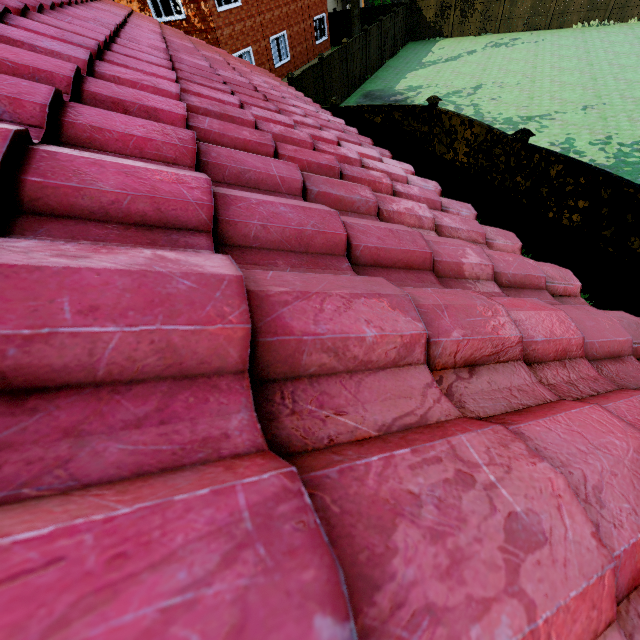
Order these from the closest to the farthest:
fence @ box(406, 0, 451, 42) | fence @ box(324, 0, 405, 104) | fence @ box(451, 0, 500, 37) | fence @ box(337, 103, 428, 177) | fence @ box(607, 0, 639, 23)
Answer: fence @ box(337, 103, 428, 177), fence @ box(324, 0, 405, 104), fence @ box(607, 0, 639, 23), fence @ box(451, 0, 500, 37), fence @ box(406, 0, 451, 42)

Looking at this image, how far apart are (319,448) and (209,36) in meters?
20.9

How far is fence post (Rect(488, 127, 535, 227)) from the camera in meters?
6.8 m

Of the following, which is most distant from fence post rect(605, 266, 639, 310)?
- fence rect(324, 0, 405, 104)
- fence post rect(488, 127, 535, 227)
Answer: fence post rect(488, 127, 535, 227)

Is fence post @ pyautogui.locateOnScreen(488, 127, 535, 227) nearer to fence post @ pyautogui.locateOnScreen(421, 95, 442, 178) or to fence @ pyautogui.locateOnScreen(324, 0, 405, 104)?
fence @ pyautogui.locateOnScreen(324, 0, 405, 104)

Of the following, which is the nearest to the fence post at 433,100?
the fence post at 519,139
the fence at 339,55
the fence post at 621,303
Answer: the fence at 339,55

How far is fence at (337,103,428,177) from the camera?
9.5m

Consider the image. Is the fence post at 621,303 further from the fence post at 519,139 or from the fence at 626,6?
the fence post at 519,139
